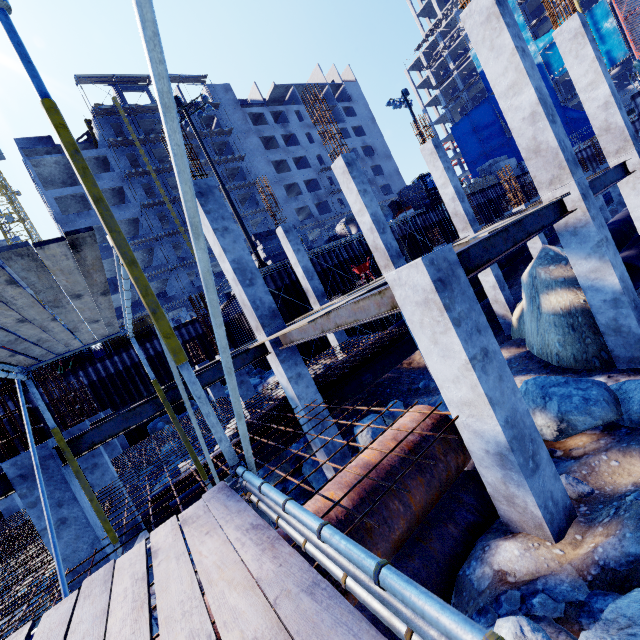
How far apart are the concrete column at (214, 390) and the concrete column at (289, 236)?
6.18m

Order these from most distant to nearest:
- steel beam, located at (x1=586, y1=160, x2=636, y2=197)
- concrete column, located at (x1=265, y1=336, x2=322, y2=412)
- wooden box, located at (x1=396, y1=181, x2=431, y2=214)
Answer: wooden box, located at (x1=396, y1=181, x2=431, y2=214) → concrete column, located at (x1=265, y1=336, x2=322, y2=412) → steel beam, located at (x1=586, y1=160, x2=636, y2=197)

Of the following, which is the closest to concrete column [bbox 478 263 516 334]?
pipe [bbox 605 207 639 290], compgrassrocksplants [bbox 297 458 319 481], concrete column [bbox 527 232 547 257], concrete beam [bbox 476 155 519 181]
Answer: pipe [bbox 605 207 639 290]

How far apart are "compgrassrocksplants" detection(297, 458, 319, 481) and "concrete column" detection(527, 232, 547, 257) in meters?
14.1 m

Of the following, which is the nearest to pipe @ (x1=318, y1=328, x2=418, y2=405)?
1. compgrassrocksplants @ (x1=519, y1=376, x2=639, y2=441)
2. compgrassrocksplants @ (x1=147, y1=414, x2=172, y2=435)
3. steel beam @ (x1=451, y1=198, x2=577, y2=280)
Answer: compgrassrocksplants @ (x1=519, y1=376, x2=639, y2=441)

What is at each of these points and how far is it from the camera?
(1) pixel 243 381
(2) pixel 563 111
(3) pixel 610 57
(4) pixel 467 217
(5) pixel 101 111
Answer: (1) concrete column, 12.2m
(2) tarp, 48.4m
(3) tarp, 42.8m
(4) concrete column, 13.0m
(5) scaffolding, 37.6m

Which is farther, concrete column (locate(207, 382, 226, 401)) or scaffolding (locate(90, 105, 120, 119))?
scaffolding (locate(90, 105, 120, 119))

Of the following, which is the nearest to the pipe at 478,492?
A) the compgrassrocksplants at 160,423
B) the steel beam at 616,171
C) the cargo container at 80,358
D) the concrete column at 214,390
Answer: the steel beam at 616,171
